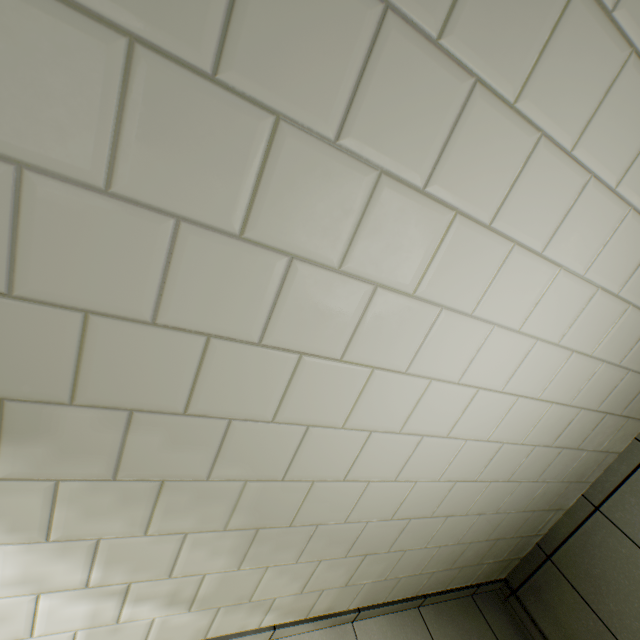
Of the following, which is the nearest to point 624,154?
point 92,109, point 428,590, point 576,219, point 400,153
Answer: point 576,219
